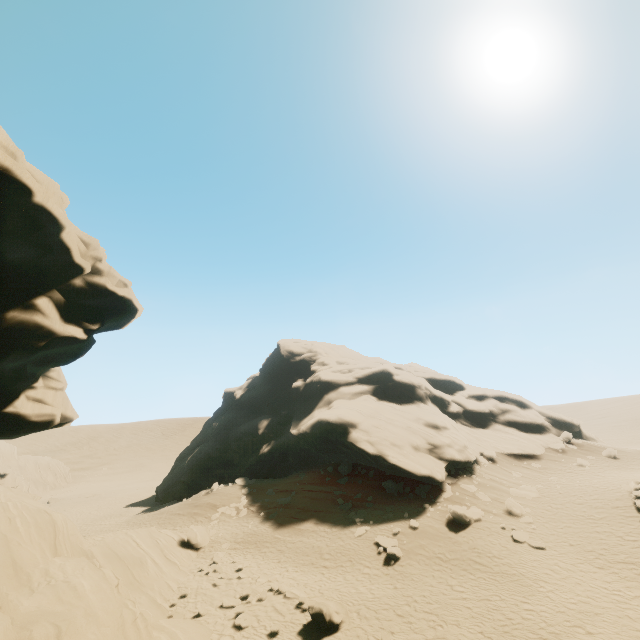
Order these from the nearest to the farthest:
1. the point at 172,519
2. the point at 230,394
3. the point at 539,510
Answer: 1. the point at 539,510
2. the point at 172,519
3. the point at 230,394

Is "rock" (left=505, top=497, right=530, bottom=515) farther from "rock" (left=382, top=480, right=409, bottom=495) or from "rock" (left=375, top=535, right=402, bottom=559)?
"rock" (left=375, top=535, right=402, bottom=559)

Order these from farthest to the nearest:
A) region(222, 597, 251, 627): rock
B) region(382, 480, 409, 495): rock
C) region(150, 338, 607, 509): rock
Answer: region(150, 338, 607, 509): rock, region(382, 480, 409, 495): rock, region(222, 597, 251, 627): rock

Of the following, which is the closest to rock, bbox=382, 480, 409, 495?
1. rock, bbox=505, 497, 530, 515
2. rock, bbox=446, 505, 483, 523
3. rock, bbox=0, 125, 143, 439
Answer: rock, bbox=446, 505, 483, 523

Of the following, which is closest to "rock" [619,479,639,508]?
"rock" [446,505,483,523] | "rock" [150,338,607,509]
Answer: "rock" [446,505,483,523]

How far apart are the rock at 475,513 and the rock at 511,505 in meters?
2.2

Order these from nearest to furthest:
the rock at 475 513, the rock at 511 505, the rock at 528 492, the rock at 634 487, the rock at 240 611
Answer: the rock at 240 611, the rock at 634 487, the rock at 475 513, the rock at 511 505, the rock at 528 492
